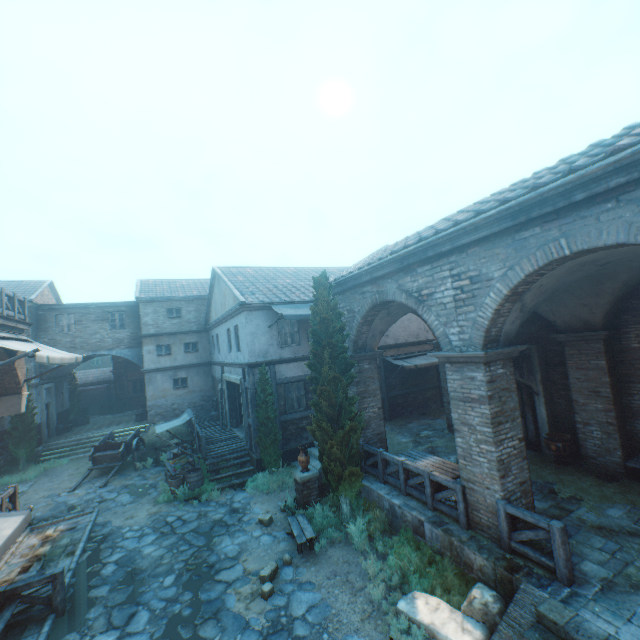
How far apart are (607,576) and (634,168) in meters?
6.6

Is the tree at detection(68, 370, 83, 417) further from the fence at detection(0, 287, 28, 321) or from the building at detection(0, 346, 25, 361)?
the fence at detection(0, 287, 28, 321)

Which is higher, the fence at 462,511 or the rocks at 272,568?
the fence at 462,511

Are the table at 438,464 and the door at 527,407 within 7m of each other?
yes

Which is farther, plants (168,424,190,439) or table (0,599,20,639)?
plants (168,424,190,439)

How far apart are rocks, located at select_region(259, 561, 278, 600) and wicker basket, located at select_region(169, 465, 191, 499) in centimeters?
678cm

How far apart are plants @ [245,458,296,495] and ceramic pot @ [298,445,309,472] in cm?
243

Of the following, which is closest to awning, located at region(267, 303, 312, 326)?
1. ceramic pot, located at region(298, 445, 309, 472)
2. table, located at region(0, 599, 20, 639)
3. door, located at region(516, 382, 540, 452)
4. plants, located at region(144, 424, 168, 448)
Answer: door, located at region(516, 382, 540, 452)
